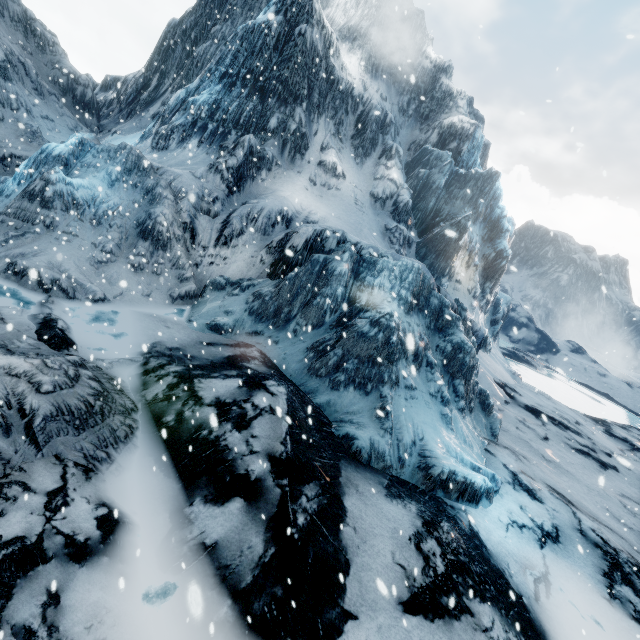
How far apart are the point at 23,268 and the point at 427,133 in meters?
32.5
